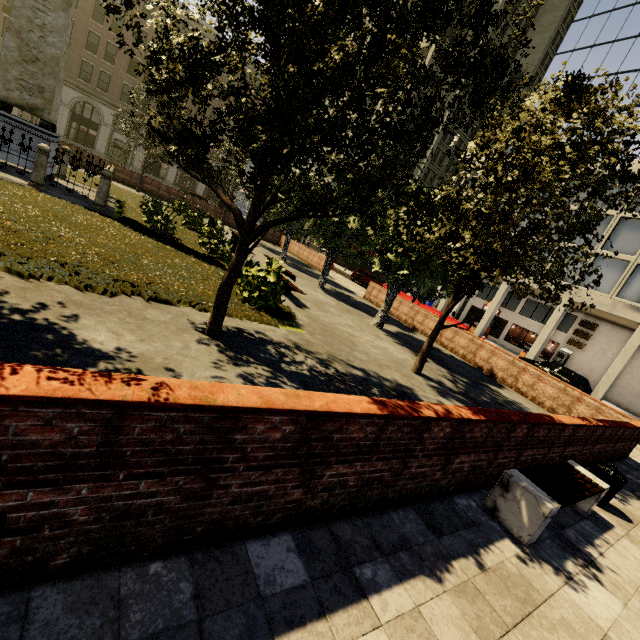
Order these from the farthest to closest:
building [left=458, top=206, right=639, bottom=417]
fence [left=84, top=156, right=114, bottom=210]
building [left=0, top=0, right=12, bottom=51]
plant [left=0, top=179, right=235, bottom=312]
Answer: building [left=0, top=0, right=12, bottom=51] < building [left=458, top=206, right=639, bottom=417] < fence [left=84, top=156, right=114, bottom=210] < plant [left=0, top=179, right=235, bottom=312]

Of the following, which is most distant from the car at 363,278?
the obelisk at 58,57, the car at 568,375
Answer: the obelisk at 58,57

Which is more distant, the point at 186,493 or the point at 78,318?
the point at 78,318

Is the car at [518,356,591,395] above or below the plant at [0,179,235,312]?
above

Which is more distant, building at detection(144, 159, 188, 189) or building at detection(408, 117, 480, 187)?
building at detection(408, 117, 480, 187)

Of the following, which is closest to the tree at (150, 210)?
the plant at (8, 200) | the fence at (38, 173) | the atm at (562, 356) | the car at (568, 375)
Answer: the plant at (8, 200)

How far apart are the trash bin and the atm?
26.6m

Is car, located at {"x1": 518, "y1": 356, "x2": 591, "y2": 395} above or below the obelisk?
below
